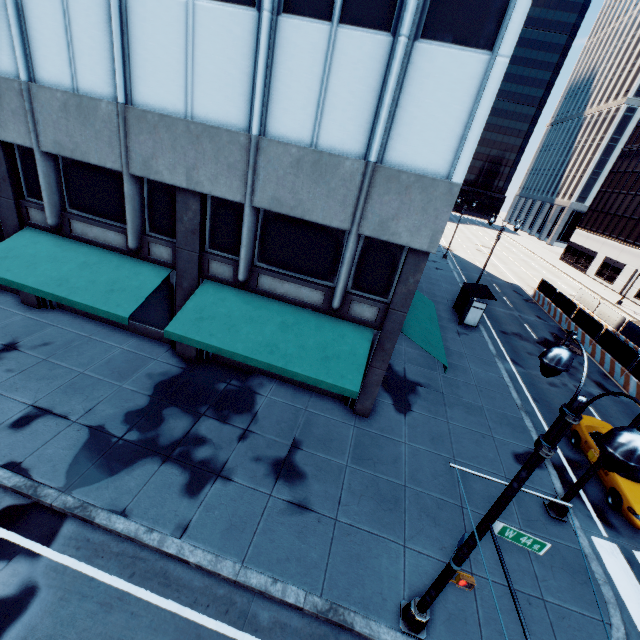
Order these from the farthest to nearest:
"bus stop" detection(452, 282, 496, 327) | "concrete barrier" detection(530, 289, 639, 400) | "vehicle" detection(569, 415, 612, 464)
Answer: "bus stop" detection(452, 282, 496, 327) < "concrete barrier" detection(530, 289, 639, 400) < "vehicle" detection(569, 415, 612, 464)

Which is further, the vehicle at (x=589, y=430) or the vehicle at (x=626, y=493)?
the vehicle at (x=589, y=430)

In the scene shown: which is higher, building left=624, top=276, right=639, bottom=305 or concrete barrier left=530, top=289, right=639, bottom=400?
building left=624, top=276, right=639, bottom=305

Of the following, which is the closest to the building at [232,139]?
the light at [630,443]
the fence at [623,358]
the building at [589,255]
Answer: the light at [630,443]

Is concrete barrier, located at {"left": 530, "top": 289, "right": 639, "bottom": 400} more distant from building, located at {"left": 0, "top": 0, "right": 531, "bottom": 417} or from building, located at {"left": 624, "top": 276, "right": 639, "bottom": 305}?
building, located at {"left": 0, "top": 0, "right": 531, "bottom": 417}

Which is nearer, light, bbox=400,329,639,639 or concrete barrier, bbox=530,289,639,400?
light, bbox=400,329,639,639

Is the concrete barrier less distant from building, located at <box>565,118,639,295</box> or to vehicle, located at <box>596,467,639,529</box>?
vehicle, located at <box>596,467,639,529</box>

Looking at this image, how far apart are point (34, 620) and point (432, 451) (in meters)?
11.50
